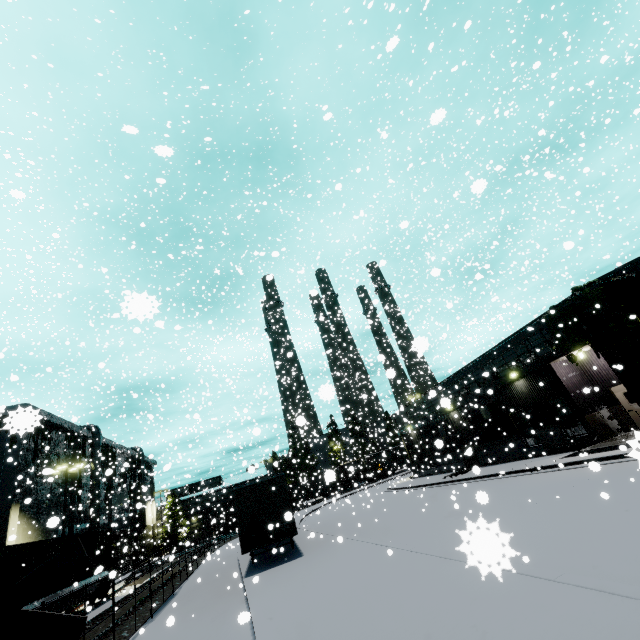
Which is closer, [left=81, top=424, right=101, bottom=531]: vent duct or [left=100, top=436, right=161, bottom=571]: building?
[left=81, top=424, right=101, bottom=531]: vent duct

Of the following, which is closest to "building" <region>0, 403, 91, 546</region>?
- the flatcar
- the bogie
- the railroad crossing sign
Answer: the bogie

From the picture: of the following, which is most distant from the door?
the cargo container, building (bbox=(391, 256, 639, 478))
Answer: the cargo container

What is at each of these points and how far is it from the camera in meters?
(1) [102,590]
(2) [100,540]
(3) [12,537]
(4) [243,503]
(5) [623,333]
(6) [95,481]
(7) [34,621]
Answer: (1) bogie, 20.3 m
(2) cargo container, 21.3 m
(3) building, 9.2 m
(4) semi trailer, 15.6 m
(5) tree, 16.1 m
(6) vent duct, 35.6 m
(7) railroad crossing sign, 1.9 m

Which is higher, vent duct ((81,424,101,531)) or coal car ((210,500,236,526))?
vent duct ((81,424,101,531))

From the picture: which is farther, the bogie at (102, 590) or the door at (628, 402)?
the bogie at (102, 590)

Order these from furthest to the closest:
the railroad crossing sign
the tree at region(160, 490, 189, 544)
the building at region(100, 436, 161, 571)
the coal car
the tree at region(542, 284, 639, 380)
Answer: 1. the building at region(100, 436, 161, 571)
2. the tree at region(160, 490, 189, 544)
3. the coal car
4. the tree at region(542, 284, 639, 380)
5. the railroad crossing sign

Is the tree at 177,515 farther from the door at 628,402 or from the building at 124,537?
the door at 628,402
